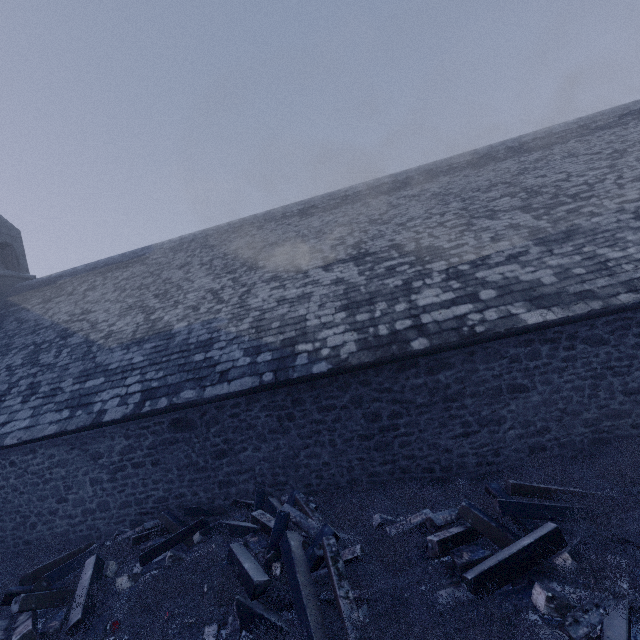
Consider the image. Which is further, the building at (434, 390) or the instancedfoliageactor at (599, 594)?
the building at (434, 390)

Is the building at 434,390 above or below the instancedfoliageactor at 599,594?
above

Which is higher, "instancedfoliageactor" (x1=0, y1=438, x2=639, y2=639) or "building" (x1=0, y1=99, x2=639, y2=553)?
"building" (x1=0, y1=99, x2=639, y2=553)

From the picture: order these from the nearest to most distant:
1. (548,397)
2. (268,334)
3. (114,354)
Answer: (548,397), (268,334), (114,354)

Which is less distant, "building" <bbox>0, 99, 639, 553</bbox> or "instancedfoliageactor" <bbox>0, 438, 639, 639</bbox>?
"instancedfoliageactor" <bbox>0, 438, 639, 639</bbox>
